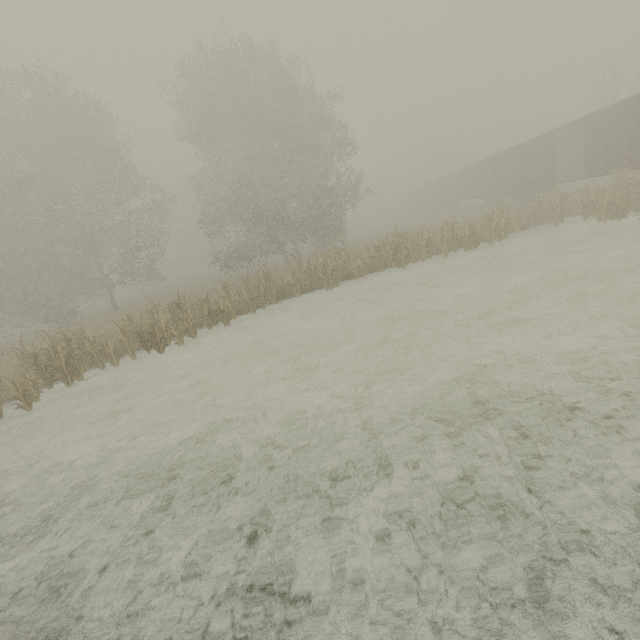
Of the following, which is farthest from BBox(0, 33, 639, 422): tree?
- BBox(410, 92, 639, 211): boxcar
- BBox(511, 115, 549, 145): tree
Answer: BBox(511, 115, 549, 145): tree

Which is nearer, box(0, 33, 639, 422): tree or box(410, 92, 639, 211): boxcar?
box(0, 33, 639, 422): tree

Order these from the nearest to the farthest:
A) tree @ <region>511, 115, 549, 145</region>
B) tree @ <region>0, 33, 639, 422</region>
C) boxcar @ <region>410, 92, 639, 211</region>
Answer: tree @ <region>0, 33, 639, 422</region> → boxcar @ <region>410, 92, 639, 211</region> → tree @ <region>511, 115, 549, 145</region>

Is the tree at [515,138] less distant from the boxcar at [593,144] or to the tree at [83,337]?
the boxcar at [593,144]

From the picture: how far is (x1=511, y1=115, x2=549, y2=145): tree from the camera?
46.2 meters

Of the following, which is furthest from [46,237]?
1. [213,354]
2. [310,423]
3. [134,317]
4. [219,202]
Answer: [310,423]

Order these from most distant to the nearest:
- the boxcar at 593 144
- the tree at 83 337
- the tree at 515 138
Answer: the tree at 515 138 < the boxcar at 593 144 < the tree at 83 337

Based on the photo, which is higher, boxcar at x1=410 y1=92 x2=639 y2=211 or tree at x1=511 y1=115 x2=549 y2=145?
tree at x1=511 y1=115 x2=549 y2=145
